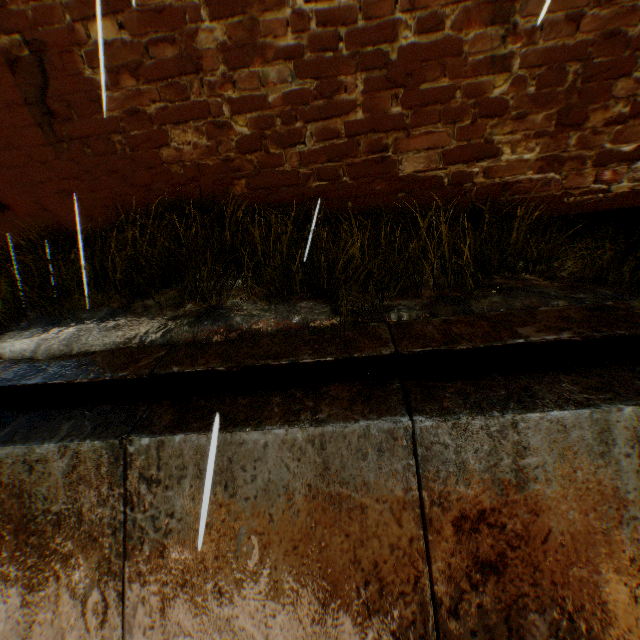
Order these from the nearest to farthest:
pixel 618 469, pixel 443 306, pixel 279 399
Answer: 1. pixel 618 469
2. pixel 279 399
3. pixel 443 306

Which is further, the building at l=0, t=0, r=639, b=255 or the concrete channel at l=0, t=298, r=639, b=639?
the building at l=0, t=0, r=639, b=255

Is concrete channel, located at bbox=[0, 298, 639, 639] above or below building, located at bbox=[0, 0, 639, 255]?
below

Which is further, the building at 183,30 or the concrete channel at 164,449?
the building at 183,30

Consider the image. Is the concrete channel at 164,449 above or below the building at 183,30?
below
